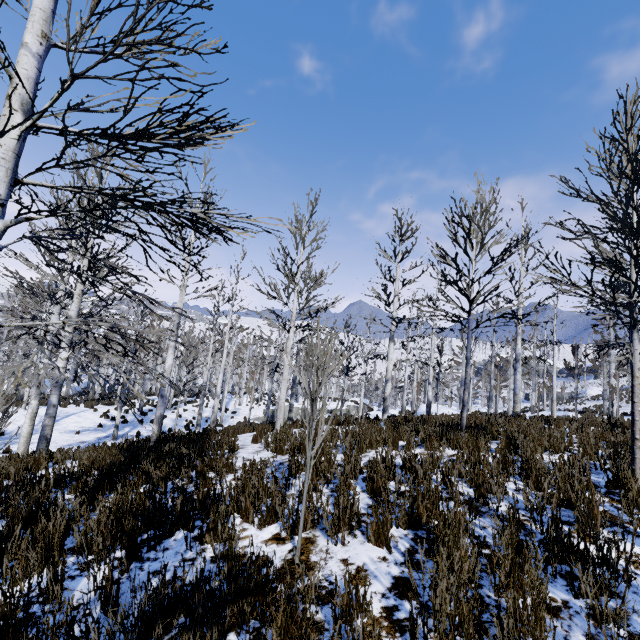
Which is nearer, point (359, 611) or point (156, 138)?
point (359, 611)

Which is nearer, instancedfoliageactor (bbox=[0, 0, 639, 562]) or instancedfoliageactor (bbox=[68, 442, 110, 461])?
instancedfoliageactor (bbox=[0, 0, 639, 562])

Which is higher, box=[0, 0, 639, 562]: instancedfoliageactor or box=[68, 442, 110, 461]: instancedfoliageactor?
box=[68, 442, 110, 461]: instancedfoliageactor

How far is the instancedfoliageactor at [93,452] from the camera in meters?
6.4 m

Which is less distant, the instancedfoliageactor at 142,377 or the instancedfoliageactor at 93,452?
the instancedfoliageactor at 142,377

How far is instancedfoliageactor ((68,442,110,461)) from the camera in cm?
642
